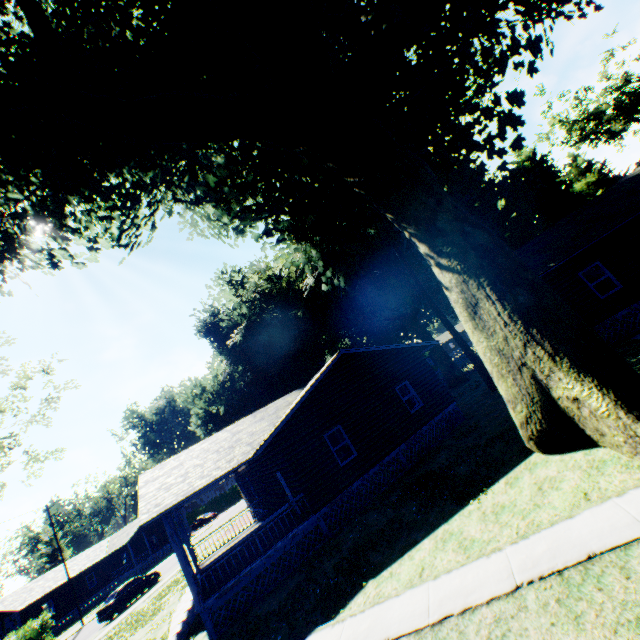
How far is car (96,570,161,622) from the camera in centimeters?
2453cm

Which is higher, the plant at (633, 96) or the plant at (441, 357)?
the plant at (633, 96)

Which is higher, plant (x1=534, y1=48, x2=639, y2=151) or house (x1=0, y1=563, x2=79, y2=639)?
plant (x1=534, y1=48, x2=639, y2=151)

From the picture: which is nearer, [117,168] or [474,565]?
[474,565]

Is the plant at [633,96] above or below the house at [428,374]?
above

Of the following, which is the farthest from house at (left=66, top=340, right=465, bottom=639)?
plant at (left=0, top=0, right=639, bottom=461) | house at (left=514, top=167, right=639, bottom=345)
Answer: house at (left=514, top=167, right=639, bottom=345)

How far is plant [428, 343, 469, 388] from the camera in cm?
3225

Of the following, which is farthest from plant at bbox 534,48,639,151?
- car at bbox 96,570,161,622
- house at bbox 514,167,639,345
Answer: car at bbox 96,570,161,622
